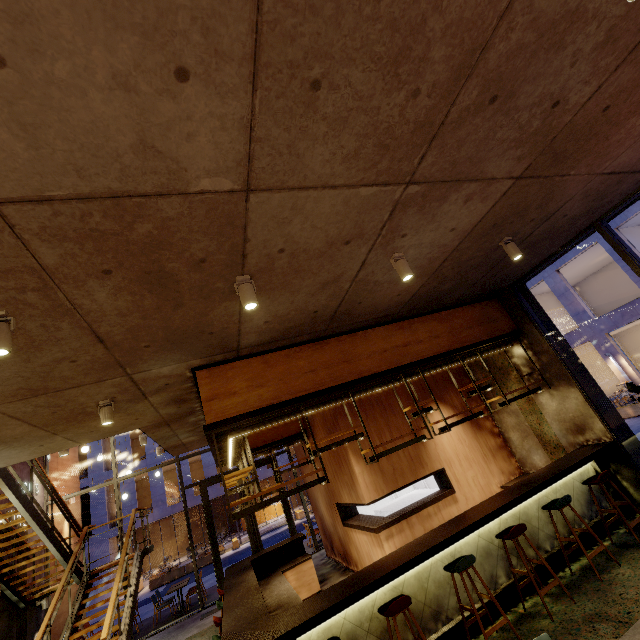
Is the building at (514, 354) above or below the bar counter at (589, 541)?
above

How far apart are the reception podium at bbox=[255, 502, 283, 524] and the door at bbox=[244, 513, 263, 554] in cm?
2208

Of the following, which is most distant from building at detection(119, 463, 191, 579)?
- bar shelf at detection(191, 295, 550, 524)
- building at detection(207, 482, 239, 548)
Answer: bar shelf at detection(191, 295, 550, 524)

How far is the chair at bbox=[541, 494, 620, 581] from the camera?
4.5 meters

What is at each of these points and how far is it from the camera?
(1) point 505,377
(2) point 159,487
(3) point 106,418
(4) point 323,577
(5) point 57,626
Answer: (1) building, 7.64m
(2) building, 25.30m
(3) lamp, 4.74m
(4) building, 8.70m
(5) building, 9.64m

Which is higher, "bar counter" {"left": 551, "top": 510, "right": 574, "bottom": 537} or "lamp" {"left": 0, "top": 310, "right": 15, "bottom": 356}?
"lamp" {"left": 0, "top": 310, "right": 15, "bottom": 356}

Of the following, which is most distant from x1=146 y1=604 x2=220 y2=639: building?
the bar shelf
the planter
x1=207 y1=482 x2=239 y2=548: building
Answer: x1=207 y1=482 x2=239 y2=548: building

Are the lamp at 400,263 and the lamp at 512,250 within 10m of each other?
yes
